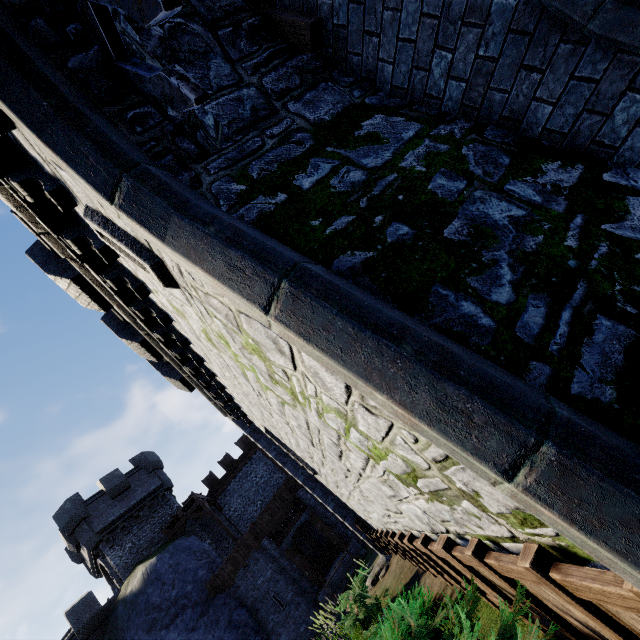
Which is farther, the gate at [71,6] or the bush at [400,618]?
the bush at [400,618]

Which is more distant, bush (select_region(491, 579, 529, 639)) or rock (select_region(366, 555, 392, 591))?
rock (select_region(366, 555, 392, 591))

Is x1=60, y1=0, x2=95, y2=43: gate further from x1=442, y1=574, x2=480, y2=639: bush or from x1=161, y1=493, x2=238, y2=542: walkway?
x1=161, y1=493, x2=238, y2=542: walkway

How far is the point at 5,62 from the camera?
2.09m

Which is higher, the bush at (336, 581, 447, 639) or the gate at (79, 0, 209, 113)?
the gate at (79, 0, 209, 113)

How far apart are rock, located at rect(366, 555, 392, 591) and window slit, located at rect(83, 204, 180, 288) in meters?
10.9

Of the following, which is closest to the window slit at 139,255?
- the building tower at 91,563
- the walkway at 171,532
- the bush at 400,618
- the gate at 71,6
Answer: the gate at 71,6

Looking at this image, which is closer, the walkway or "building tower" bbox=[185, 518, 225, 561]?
the walkway
